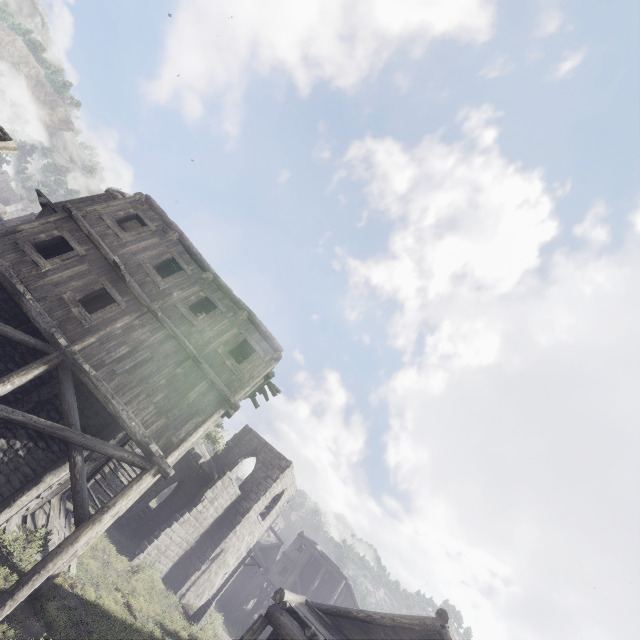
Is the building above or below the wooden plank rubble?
above

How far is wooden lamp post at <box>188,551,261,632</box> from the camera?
21.33m

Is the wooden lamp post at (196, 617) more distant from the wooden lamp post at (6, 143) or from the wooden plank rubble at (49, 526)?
the wooden lamp post at (6, 143)

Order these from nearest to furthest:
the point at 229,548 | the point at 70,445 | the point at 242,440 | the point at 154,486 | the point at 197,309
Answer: the point at 70,445, the point at 197,309, the point at 154,486, the point at 229,548, the point at 242,440

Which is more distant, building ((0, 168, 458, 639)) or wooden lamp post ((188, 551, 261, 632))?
wooden lamp post ((188, 551, 261, 632))

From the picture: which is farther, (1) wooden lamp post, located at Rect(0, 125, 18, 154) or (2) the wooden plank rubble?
(2) the wooden plank rubble

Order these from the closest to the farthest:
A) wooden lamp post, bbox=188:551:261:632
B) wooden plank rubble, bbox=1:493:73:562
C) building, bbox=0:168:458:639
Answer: building, bbox=0:168:458:639 → wooden plank rubble, bbox=1:493:73:562 → wooden lamp post, bbox=188:551:261:632

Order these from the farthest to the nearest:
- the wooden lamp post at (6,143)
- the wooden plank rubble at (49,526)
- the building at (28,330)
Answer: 1. the wooden plank rubble at (49,526)
2. the building at (28,330)
3. the wooden lamp post at (6,143)
